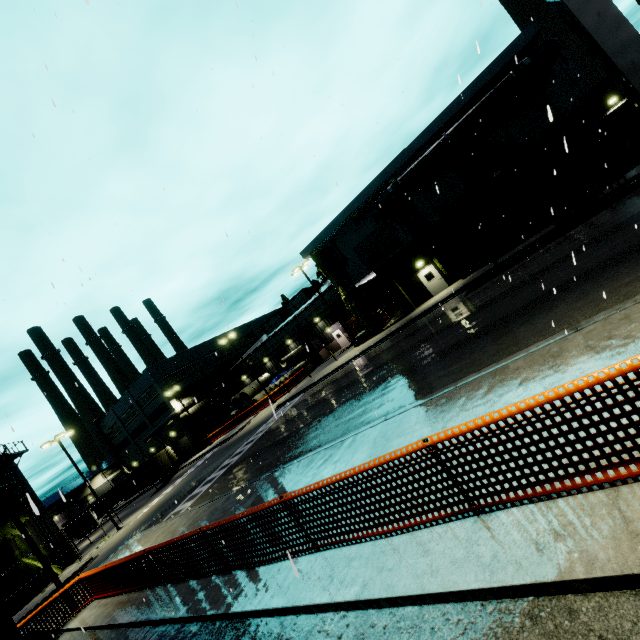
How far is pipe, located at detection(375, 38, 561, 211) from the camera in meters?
19.3

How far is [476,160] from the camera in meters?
23.5

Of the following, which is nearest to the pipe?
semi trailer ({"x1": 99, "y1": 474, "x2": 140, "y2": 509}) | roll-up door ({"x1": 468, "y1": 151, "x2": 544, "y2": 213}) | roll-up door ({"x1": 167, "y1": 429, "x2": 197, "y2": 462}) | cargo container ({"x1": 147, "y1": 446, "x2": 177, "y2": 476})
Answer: roll-up door ({"x1": 468, "y1": 151, "x2": 544, "y2": 213})

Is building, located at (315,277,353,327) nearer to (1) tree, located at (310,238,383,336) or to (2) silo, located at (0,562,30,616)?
(1) tree, located at (310,238,383,336)

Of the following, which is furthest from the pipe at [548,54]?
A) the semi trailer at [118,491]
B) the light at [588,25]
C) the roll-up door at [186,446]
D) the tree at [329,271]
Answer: the roll-up door at [186,446]

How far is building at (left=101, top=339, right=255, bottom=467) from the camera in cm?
4894

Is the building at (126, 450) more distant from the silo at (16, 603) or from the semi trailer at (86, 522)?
the semi trailer at (86, 522)

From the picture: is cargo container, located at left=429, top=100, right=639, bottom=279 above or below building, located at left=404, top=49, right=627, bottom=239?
below
